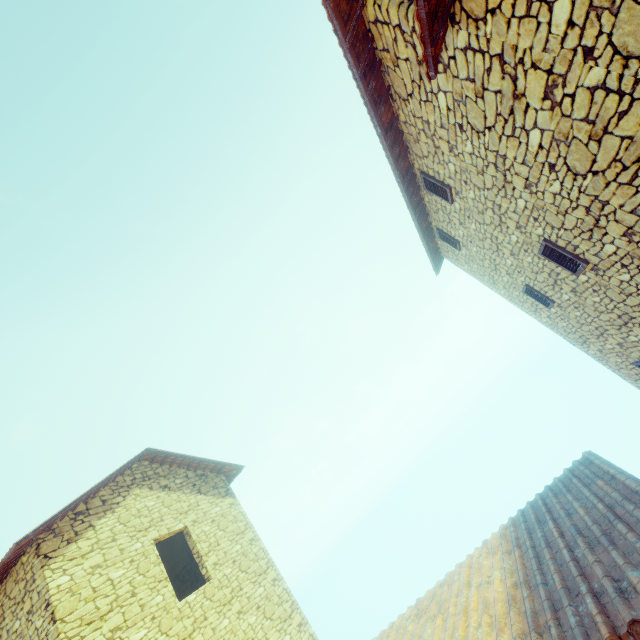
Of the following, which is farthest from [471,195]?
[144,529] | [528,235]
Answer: [144,529]

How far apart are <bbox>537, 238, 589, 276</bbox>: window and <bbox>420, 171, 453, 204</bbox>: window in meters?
1.8

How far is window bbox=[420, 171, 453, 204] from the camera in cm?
594

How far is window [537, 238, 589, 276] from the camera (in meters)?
4.82

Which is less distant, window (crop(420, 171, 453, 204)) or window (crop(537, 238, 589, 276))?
window (crop(537, 238, 589, 276))

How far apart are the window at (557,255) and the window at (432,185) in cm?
176

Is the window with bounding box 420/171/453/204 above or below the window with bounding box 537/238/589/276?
above

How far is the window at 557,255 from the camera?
4.82m
